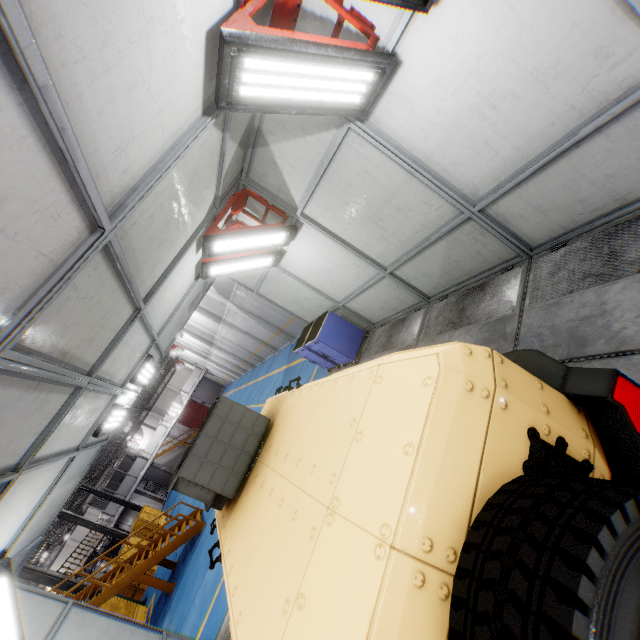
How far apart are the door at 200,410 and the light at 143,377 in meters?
48.0

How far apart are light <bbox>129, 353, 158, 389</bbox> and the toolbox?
3.3m

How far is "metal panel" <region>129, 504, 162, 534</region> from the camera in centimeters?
2565cm

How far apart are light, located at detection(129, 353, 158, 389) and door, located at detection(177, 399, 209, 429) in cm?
4799

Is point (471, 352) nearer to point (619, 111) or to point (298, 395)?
point (298, 395)

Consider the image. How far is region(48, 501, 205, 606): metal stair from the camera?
12.3m

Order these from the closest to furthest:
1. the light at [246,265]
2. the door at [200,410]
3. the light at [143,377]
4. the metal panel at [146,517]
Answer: the light at [246,265] < the light at [143,377] < the metal panel at [146,517] < the door at [200,410]

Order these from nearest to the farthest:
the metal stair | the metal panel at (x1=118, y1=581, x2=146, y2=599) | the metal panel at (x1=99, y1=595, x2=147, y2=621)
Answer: the metal stair, the metal panel at (x1=99, y1=595, x2=147, y2=621), the metal panel at (x1=118, y1=581, x2=146, y2=599)
